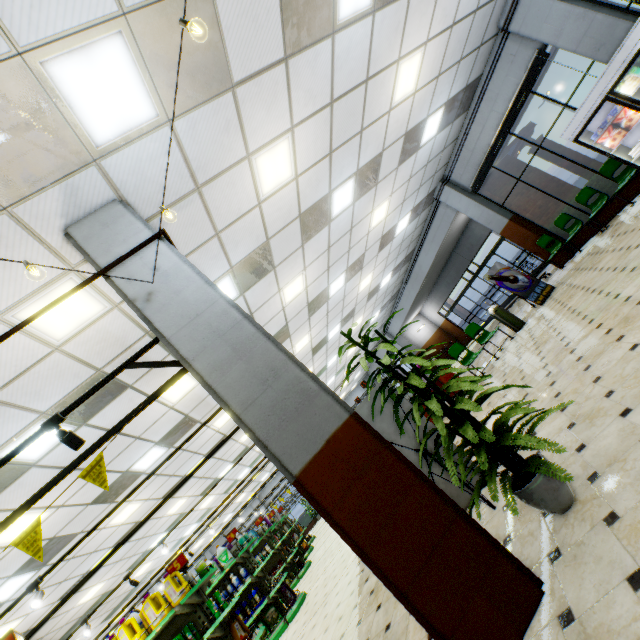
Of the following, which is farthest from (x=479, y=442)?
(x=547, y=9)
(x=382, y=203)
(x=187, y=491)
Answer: (x=187, y=491)

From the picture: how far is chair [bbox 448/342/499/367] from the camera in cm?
862

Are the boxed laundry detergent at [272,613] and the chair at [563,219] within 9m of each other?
no

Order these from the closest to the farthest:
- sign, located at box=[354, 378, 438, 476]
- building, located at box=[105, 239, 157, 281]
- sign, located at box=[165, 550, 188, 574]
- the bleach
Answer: building, located at box=[105, 239, 157, 281] < sign, located at box=[354, 378, 438, 476] < sign, located at box=[165, 550, 188, 574] < the bleach

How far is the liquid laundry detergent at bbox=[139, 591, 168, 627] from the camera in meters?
4.9 m

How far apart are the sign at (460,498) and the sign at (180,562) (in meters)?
4.17

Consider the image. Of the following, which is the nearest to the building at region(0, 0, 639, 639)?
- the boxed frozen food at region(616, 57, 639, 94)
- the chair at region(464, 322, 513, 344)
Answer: the chair at region(464, 322, 513, 344)

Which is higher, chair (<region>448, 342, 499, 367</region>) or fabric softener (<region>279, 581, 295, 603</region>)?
chair (<region>448, 342, 499, 367</region>)
